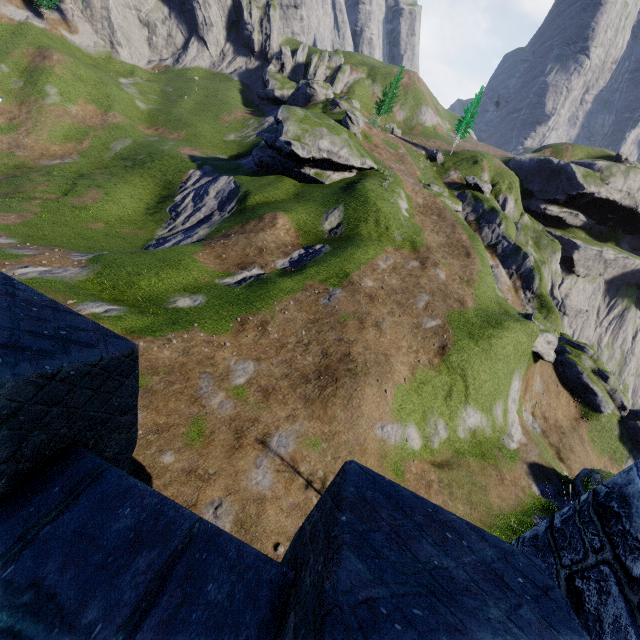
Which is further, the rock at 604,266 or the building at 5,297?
the rock at 604,266

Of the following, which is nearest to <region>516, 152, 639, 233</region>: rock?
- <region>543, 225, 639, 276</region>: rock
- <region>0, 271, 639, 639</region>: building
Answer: <region>543, 225, 639, 276</region>: rock

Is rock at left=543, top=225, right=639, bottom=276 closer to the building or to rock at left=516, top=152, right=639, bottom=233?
rock at left=516, top=152, right=639, bottom=233

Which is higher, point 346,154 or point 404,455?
point 346,154

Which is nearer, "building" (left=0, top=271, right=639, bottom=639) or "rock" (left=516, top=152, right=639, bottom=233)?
"building" (left=0, top=271, right=639, bottom=639)

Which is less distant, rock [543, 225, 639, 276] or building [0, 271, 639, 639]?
building [0, 271, 639, 639]

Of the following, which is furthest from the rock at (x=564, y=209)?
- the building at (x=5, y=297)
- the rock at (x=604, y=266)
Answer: the building at (x=5, y=297)
